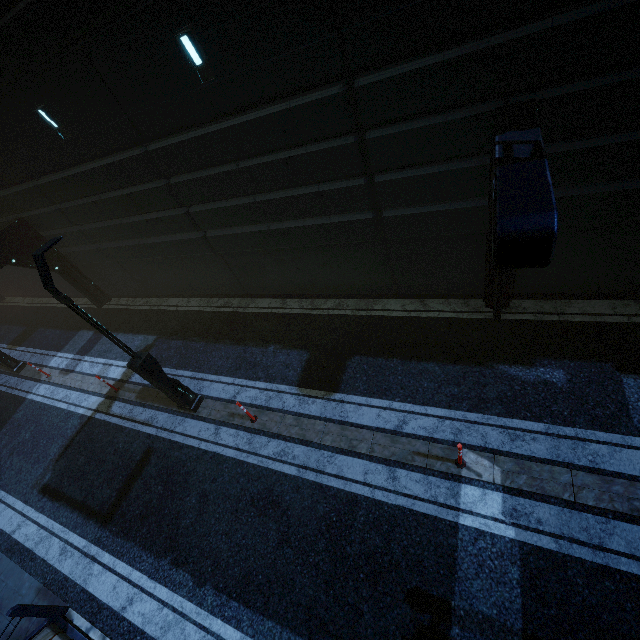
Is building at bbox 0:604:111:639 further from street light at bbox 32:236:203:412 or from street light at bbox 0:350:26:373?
street light at bbox 32:236:203:412

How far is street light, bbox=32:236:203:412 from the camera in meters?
6.4 m

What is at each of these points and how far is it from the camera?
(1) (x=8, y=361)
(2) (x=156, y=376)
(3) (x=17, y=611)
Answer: (1) street light, 14.41m
(2) street light, 8.54m
(3) building, 6.34m

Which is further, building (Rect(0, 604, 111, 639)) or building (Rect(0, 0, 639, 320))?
building (Rect(0, 604, 111, 639))

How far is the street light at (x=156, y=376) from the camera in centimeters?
645cm

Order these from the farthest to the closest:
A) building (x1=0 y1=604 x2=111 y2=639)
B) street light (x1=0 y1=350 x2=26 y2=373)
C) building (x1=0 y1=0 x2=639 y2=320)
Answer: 1. street light (x1=0 y1=350 x2=26 y2=373)
2. building (x1=0 y1=604 x2=111 y2=639)
3. building (x1=0 y1=0 x2=639 y2=320)

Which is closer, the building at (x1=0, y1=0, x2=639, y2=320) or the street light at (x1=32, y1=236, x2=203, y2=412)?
the building at (x1=0, y1=0, x2=639, y2=320)

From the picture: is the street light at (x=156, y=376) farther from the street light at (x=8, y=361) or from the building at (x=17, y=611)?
the street light at (x=8, y=361)
